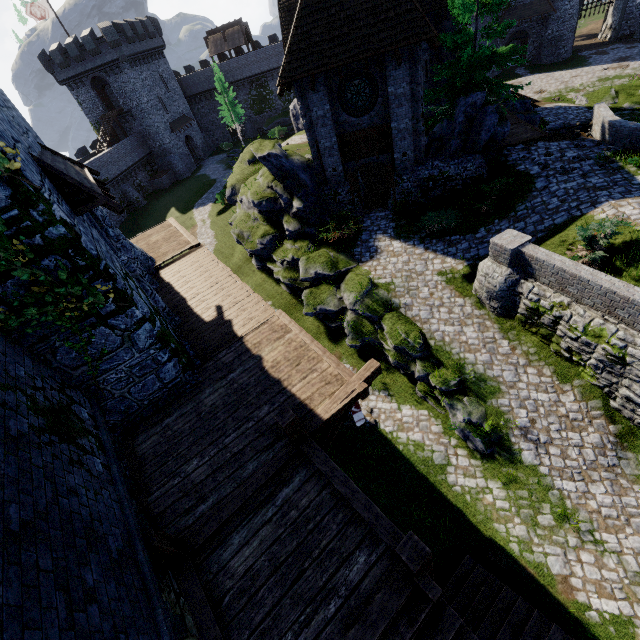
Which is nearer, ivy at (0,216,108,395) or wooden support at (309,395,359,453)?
ivy at (0,216,108,395)

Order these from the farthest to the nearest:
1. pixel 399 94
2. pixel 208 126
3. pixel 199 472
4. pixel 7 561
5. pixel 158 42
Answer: pixel 208 126 < pixel 158 42 < pixel 399 94 < pixel 199 472 < pixel 7 561

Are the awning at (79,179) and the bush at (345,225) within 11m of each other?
yes

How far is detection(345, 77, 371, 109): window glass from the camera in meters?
15.4 m

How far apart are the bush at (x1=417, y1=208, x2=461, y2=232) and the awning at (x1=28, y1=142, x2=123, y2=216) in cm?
1296

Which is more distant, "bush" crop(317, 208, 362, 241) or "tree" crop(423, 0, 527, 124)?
"bush" crop(317, 208, 362, 241)

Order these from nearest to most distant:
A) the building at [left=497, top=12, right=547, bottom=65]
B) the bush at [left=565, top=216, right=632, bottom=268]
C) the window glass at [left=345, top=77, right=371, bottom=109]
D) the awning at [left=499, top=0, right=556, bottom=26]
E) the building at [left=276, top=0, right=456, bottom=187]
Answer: the bush at [left=565, top=216, right=632, bottom=268] → the building at [left=276, top=0, right=456, bottom=187] → the window glass at [left=345, top=77, right=371, bottom=109] → the awning at [left=499, top=0, right=556, bottom=26] → the building at [left=497, top=12, right=547, bottom=65]

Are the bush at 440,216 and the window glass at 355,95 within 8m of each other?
yes
